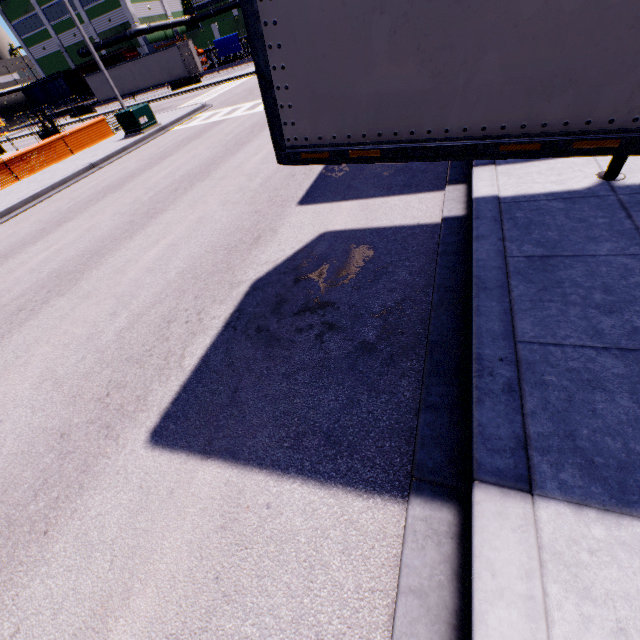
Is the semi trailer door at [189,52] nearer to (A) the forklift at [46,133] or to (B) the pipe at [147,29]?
(B) the pipe at [147,29]

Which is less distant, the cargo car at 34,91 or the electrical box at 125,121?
the electrical box at 125,121

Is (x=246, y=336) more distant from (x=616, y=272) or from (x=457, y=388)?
(x=616, y=272)

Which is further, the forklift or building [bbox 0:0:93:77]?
building [bbox 0:0:93:77]

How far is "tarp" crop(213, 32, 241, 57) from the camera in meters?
43.9

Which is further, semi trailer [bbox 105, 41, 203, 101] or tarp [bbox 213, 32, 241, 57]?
tarp [bbox 213, 32, 241, 57]

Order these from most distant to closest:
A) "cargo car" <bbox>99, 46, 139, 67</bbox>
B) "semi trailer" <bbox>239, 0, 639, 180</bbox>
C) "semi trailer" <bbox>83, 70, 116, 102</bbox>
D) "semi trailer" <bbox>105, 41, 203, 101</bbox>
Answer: "cargo car" <bbox>99, 46, 139, 67</bbox> < "semi trailer" <bbox>83, 70, 116, 102</bbox> < "semi trailer" <bbox>105, 41, 203, 101</bbox> < "semi trailer" <bbox>239, 0, 639, 180</bbox>

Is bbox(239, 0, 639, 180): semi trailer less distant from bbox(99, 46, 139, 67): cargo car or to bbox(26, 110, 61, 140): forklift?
A: bbox(99, 46, 139, 67): cargo car
